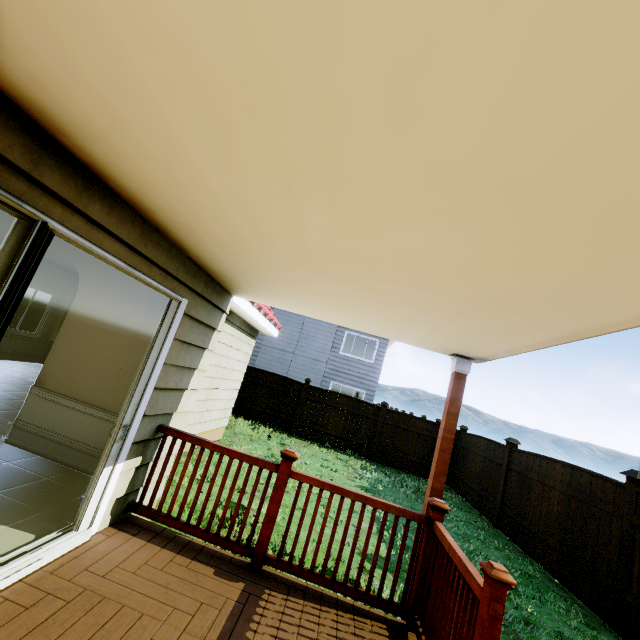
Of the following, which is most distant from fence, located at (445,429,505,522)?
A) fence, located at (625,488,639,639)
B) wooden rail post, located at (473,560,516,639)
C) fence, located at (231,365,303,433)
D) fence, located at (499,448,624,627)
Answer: wooden rail post, located at (473,560,516,639)

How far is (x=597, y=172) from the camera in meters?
0.9

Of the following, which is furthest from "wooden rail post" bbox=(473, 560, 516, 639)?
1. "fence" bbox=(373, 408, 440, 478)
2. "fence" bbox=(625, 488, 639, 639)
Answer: "fence" bbox=(373, 408, 440, 478)

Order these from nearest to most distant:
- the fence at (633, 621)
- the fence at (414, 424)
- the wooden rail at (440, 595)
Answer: the wooden rail at (440, 595), the fence at (633, 621), the fence at (414, 424)

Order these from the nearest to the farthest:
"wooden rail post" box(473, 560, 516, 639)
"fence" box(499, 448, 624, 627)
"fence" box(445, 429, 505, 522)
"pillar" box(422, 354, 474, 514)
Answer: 1. "wooden rail post" box(473, 560, 516, 639)
2. "pillar" box(422, 354, 474, 514)
3. "fence" box(499, 448, 624, 627)
4. "fence" box(445, 429, 505, 522)

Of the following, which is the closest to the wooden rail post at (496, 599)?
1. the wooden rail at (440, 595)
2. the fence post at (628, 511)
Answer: the wooden rail at (440, 595)

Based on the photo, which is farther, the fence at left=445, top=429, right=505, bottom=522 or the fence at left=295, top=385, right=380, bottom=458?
the fence at left=295, top=385, right=380, bottom=458

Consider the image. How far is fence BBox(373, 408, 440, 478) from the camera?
11.9m
